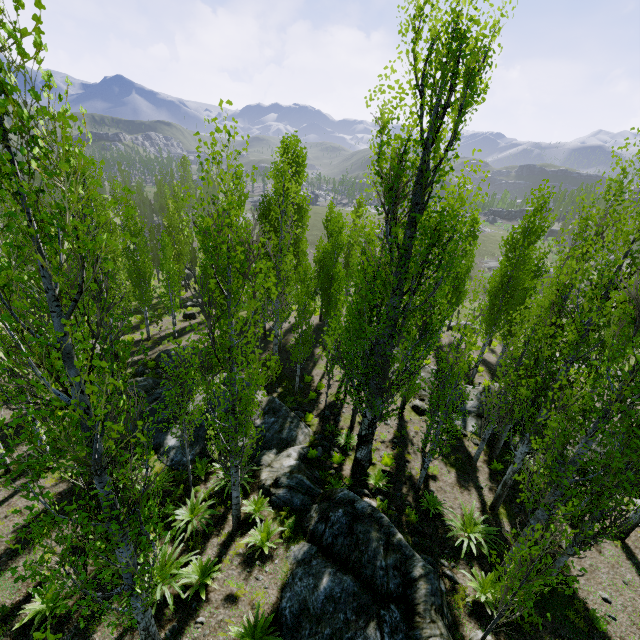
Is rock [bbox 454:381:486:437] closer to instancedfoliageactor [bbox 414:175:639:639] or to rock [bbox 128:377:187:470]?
instancedfoliageactor [bbox 414:175:639:639]

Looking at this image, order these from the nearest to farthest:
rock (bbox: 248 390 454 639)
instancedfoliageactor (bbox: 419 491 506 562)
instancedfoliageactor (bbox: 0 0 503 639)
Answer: instancedfoliageactor (bbox: 0 0 503 639) < rock (bbox: 248 390 454 639) < instancedfoliageactor (bbox: 419 491 506 562)

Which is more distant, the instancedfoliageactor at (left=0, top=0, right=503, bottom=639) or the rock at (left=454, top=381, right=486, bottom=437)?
the rock at (left=454, top=381, right=486, bottom=437)

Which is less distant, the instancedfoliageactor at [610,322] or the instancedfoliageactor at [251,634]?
the instancedfoliageactor at [610,322]

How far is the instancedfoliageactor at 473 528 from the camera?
9.7m

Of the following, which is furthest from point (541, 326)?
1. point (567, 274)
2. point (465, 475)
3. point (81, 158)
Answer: point (81, 158)

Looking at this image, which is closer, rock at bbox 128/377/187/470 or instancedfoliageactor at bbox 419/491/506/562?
instancedfoliageactor at bbox 419/491/506/562

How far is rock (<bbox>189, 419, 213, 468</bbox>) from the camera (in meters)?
12.80
